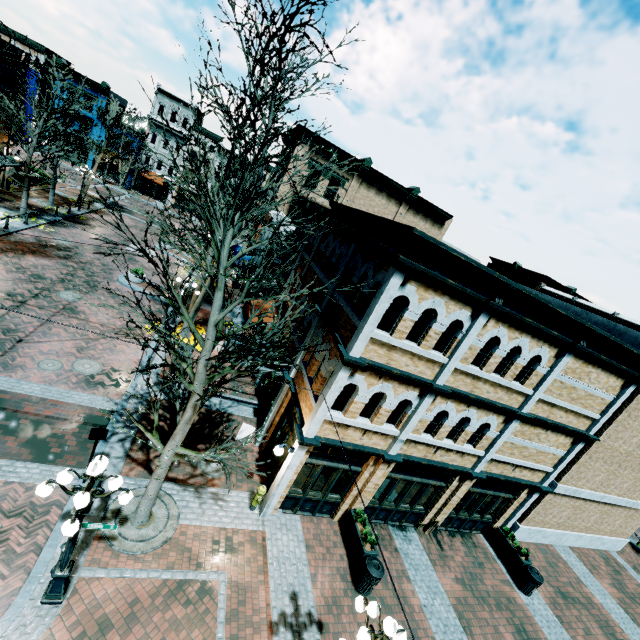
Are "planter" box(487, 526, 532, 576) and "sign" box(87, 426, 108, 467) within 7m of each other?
no

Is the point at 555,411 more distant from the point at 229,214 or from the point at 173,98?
the point at 173,98

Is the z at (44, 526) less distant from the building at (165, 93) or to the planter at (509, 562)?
the planter at (509, 562)

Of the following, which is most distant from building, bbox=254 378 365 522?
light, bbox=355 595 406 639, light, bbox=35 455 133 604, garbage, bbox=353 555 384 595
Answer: light, bbox=35 455 133 604

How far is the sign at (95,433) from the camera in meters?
8.1 m

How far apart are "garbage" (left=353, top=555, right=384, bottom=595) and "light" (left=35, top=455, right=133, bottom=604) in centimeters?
701cm

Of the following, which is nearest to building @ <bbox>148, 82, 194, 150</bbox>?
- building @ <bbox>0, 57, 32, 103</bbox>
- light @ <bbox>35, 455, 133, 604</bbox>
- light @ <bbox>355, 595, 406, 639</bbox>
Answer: building @ <bbox>0, 57, 32, 103</bbox>

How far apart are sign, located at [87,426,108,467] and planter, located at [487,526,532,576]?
15.3 meters
